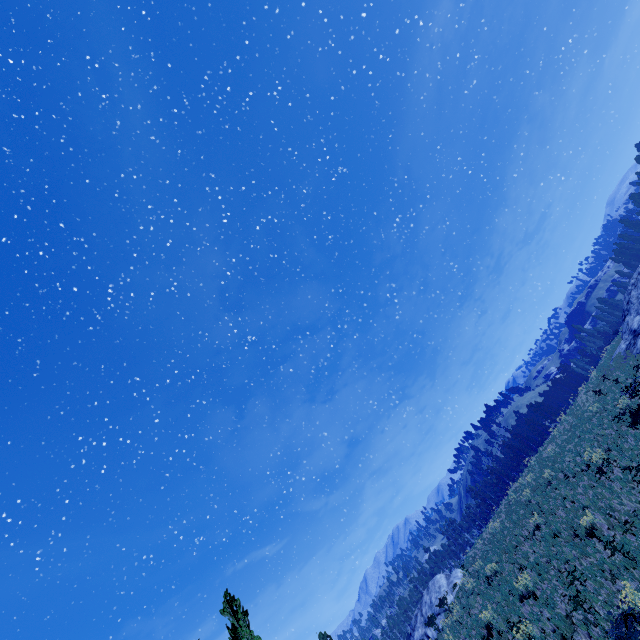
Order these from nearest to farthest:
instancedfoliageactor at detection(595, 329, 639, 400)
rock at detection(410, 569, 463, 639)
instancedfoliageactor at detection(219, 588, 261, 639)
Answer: instancedfoliageactor at detection(219, 588, 261, 639)
instancedfoliageactor at detection(595, 329, 639, 400)
rock at detection(410, 569, 463, 639)

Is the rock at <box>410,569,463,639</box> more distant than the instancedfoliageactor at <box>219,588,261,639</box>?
Yes

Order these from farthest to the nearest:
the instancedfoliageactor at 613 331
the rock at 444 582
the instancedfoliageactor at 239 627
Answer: the rock at 444 582, the instancedfoliageactor at 613 331, the instancedfoliageactor at 239 627

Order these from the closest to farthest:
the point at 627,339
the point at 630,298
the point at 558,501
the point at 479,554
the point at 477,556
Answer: the point at 558,501 → the point at 627,339 → the point at 479,554 → the point at 477,556 → the point at 630,298

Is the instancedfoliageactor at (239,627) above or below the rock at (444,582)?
above

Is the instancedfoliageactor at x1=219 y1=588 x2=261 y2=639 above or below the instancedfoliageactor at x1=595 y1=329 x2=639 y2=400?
above

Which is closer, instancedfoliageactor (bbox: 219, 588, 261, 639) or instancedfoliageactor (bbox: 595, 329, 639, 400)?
instancedfoliageactor (bbox: 219, 588, 261, 639)
